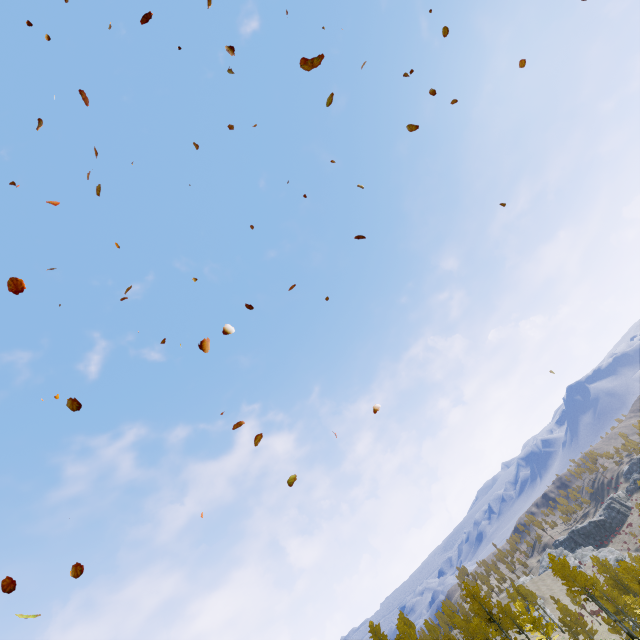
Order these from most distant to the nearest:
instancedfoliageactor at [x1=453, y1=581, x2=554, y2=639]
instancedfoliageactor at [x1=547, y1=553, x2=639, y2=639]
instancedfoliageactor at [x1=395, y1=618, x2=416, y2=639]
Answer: instancedfoliageactor at [x1=395, y1=618, x2=416, y2=639] < instancedfoliageactor at [x1=547, y1=553, x2=639, y2=639] < instancedfoliageactor at [x1=453, y1=581, x2=554, y2=639]

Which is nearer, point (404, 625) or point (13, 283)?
point (13, 283)

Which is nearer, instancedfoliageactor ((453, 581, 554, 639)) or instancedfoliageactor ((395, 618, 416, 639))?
instancedfoliageactor ((453, 581, 554, 639))

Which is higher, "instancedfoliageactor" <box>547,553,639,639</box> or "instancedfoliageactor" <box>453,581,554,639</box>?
"instancedfoliageactor" <box>453,581,554,639</box>

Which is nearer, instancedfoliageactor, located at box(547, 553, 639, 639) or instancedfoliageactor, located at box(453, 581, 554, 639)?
instancedfoliageactor, located at box(453, 581, 554, 639)

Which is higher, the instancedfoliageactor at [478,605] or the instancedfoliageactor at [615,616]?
the instancedfoliageactor at [478,605]

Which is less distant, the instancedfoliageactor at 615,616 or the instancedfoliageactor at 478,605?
the instancedfoliageactor at 478,605

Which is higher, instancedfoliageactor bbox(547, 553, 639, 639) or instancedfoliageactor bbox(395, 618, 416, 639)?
instancedfoliageactor bbox(395, 618, 416, 639)
